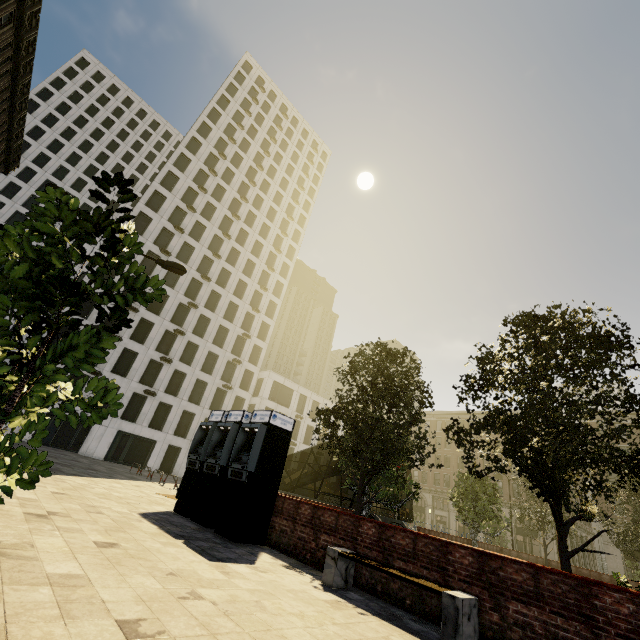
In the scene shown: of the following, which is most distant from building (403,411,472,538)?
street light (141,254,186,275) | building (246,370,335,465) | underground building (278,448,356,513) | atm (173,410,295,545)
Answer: underground building (278,448,356,513)

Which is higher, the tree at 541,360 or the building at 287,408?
the building at 287,408

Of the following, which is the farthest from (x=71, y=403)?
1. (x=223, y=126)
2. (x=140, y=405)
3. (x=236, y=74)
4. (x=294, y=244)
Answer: (x=236, y=74)

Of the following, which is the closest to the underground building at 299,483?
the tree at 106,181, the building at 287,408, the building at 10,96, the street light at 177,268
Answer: the tree at 106,181

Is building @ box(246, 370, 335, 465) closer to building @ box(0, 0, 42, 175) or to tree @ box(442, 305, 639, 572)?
building @ box(0, 0, 42, 175)

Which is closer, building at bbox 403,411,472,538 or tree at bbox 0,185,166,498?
tree at bbox 0,185,166,498

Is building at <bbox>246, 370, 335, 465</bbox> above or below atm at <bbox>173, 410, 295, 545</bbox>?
above

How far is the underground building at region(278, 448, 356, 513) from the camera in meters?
20.0 m
